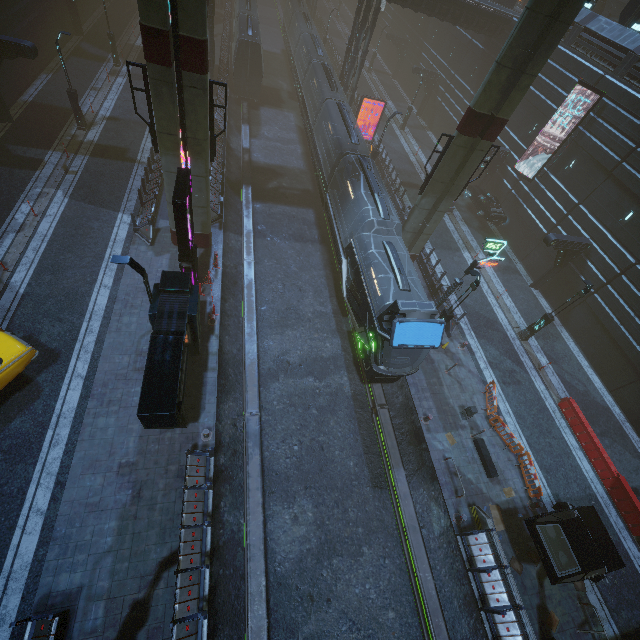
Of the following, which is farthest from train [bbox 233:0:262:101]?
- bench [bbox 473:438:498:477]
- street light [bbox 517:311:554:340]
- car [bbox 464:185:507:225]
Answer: car [bbox 464:185:507:225]

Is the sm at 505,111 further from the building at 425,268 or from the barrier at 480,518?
the barrier at 480,518

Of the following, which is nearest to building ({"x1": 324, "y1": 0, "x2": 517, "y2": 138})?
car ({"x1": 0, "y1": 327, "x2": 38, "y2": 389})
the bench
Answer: the bench

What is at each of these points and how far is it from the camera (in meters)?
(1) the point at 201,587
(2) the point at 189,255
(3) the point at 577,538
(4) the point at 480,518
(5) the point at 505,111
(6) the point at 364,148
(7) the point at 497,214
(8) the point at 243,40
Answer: (1) building, 10.62
(2) sign, 14.83
(3) car, 12.47
(4) barrier, 13.90
(5) sm, 15.32
(6) sign, 31.45
(7) car, 28.02
(8) train, 29.17

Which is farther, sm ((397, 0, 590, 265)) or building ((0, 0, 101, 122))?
building ((0, 0, 101, 122))

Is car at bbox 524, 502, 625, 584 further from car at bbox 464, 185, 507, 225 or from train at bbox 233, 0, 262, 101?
car at bbox 464, 185, 507, 225

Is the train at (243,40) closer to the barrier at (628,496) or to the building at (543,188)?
the building at (543,188)

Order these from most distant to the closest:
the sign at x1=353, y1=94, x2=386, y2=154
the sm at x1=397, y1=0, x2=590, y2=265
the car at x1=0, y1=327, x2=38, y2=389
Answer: the sign at x1=353, y1=94, x2=386, y2=154 → the sm at x1=397, y1=0, x2=590, y2=265 → the car at x1=0, y1=327, x2=38, y2=389
